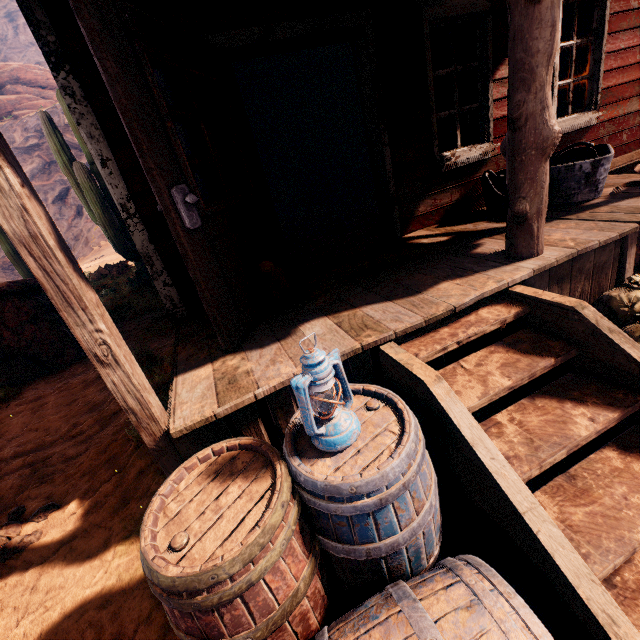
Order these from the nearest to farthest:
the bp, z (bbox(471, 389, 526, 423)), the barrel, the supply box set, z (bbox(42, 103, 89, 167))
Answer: the barrel
the bp
z (bbox(471, 389, 526, 423))
the supply box set
z (bbox(42, 103, 89, 167))

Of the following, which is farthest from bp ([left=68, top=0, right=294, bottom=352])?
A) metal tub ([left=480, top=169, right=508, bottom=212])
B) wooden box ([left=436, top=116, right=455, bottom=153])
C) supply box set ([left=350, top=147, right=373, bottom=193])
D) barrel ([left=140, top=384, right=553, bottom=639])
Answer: wooden box ([left=436, top=116, right=455, bottom=153])

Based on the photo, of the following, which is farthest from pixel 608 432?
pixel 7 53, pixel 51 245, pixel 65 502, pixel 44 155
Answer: pixel 7 53

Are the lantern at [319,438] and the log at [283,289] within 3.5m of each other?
yes

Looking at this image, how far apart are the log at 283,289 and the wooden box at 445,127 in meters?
9.0 m

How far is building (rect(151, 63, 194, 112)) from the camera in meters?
2.8 m

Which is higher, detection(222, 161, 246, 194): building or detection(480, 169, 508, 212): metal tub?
detection(222, 161, 246, 194): building

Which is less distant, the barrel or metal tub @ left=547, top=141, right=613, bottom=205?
the barrel
